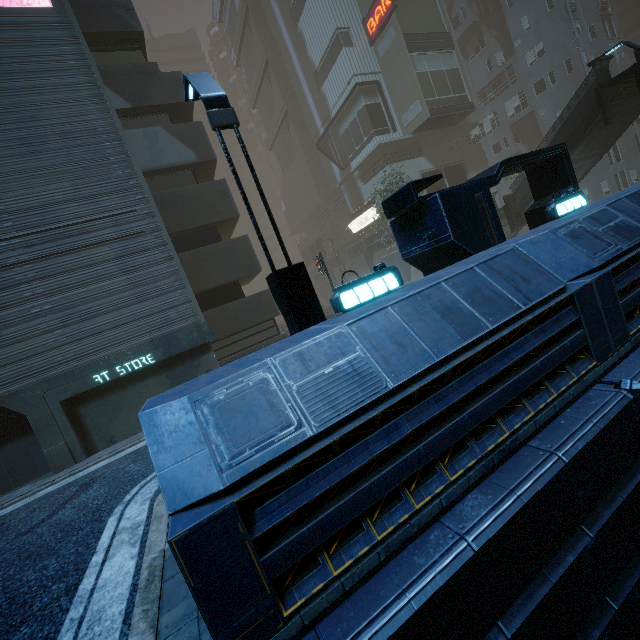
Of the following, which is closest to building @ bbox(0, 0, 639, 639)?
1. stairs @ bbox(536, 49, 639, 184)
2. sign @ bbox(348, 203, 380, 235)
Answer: sign @ bbox(348, 203, 380, 235)

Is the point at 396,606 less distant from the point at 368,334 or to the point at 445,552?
the point at 445,552

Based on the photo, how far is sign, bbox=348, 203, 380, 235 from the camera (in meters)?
29.58

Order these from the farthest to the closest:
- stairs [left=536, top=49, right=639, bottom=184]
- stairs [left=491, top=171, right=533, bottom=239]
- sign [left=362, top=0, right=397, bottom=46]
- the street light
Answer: sign [left=362, top=0, right=397, bottom=46] → stairs [left=491, top=171, right=533, bottom=239] → stairs [left=536, top=49, right=639, bottom=184] → the street light

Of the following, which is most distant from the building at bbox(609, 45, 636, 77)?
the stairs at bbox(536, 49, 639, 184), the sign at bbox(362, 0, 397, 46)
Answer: the stairs at bbox(536, 49, 639, 184)

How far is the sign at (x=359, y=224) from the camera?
29.58m

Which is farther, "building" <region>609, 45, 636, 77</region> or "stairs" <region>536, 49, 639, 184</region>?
"building" <region>609, 45, 636, 77</region>

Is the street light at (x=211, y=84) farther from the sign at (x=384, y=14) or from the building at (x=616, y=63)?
the sign at (x=384, y=14)
